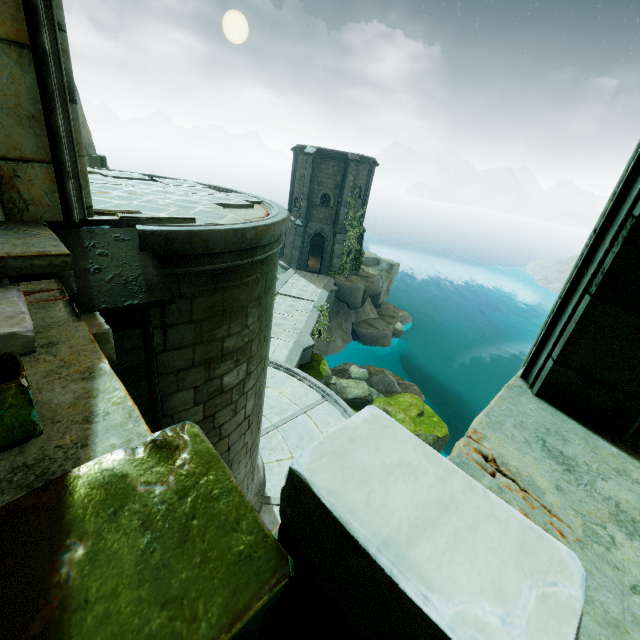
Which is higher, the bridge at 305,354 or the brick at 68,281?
the brick at 68,281

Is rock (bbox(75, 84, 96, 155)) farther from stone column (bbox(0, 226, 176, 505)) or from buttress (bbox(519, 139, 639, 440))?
stone column (bbox(0, 226, 176, 505))

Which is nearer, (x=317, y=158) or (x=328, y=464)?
(x=328, y=464)

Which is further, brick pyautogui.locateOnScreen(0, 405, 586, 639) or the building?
the building

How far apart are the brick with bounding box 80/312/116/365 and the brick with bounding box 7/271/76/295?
0.2 meters

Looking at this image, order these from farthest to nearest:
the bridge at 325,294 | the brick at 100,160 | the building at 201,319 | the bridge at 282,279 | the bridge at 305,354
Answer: the bridge at 282,279 < the bridge at 325,294 < the bridge at 305,354 < the brick at 100,160 < the building at 201,319

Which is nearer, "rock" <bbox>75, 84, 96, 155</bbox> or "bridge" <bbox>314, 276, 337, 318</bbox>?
"rock" <bbox>75, 84, 96, 155</bbox>

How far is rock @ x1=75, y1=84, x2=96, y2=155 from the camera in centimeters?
996cm
